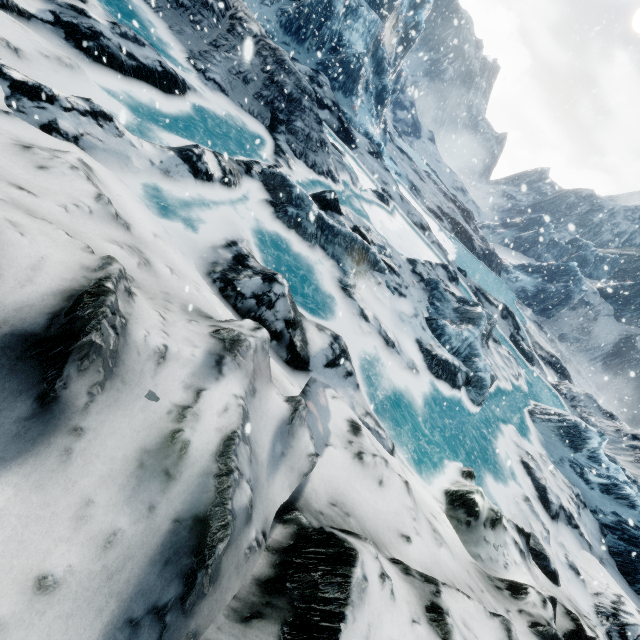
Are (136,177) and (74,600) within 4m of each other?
no
